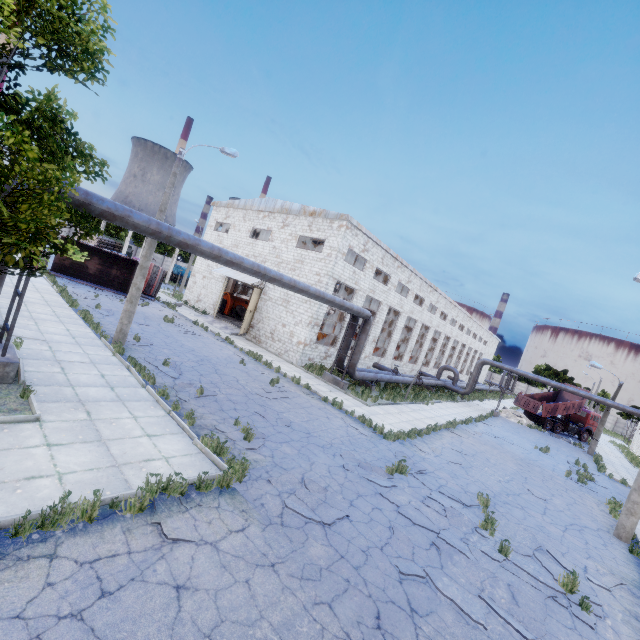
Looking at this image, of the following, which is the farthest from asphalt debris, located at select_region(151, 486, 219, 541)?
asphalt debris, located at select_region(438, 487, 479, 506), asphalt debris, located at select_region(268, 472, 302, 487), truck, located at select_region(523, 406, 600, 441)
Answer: truck, located at select_region(523, 406, 600, 441)

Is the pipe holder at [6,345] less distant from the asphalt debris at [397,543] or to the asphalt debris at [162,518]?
the asphalt debris at [162,518]

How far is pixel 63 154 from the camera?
6.2m

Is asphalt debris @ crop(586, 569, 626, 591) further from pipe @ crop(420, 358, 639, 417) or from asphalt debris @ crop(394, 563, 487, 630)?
pipe @ crop(420, 358, 639, 417)

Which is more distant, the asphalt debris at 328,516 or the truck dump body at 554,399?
the truck dump body at 554,399

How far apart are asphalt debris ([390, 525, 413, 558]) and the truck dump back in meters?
34.9

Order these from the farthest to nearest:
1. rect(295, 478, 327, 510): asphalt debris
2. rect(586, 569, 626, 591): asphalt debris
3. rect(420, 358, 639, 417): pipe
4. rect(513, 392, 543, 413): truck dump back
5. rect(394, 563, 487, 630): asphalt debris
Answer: rect(513, 392, 543, 413): truck dump back < rect(420, 358, 639, 417): pipe < rect(586, 569, 626, 591): asphalt debris < rect(295, 478, 327, 510): asphalt debris < rect(394, 563, 487, 630): asphalt debris

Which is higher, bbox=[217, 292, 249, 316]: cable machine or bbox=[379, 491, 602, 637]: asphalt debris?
bbox=[217, 292, 249, 316]: cable machine
